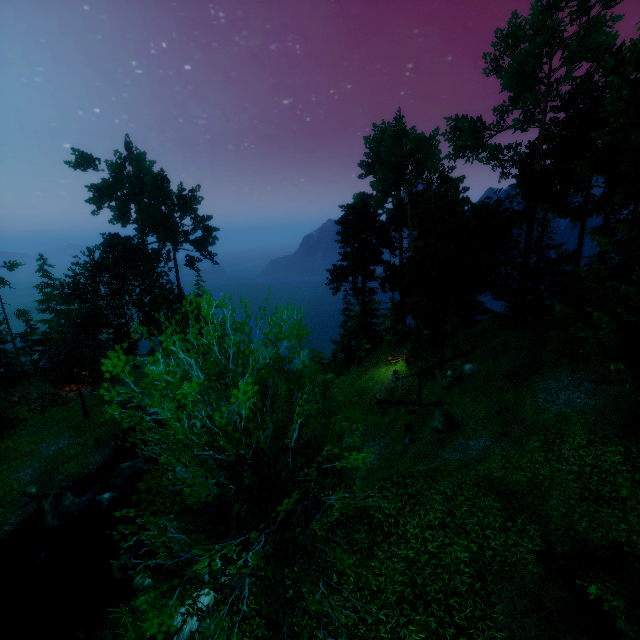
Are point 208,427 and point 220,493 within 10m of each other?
yes

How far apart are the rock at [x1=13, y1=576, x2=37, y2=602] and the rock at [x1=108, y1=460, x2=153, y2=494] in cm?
481

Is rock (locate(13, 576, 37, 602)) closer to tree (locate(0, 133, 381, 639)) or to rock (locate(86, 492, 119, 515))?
rock (locate(86, 492, 119, 515))

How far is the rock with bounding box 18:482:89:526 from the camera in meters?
19.7 m

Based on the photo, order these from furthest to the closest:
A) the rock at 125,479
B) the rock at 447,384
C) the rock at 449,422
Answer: the rock at 447,384
the rock at 125,479
the rock at 449,422

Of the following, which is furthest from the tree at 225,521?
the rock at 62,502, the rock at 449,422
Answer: the rock at 62,502

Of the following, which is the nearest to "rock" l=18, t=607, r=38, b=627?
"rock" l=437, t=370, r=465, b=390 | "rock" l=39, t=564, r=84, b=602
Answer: "rock" l=39, t=564, r=84, b=602

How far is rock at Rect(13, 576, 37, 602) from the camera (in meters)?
16.59
